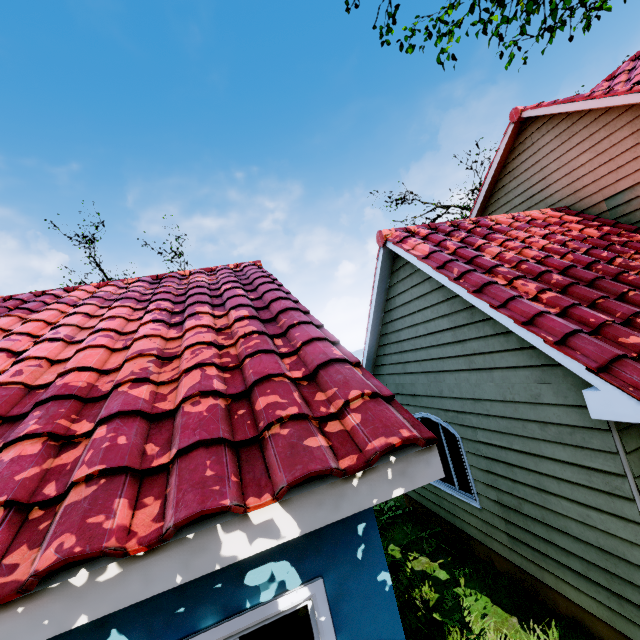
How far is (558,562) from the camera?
4.49m
